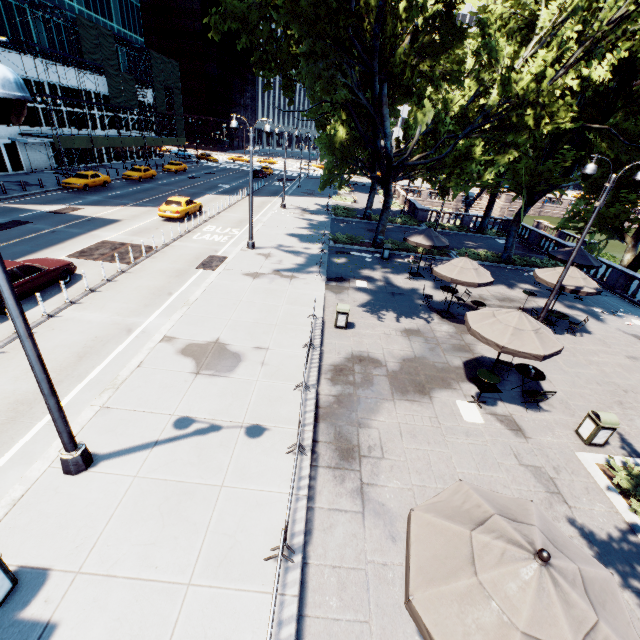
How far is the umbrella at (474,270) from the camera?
13.83m

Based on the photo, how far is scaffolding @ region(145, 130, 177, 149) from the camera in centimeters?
5094cm

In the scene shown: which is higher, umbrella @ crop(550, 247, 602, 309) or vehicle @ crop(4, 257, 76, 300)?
umbrella @ crop(550, 247, 602, 309)

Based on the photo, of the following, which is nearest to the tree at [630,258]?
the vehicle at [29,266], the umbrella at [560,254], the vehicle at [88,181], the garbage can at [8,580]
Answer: the umbrella at [560,254]

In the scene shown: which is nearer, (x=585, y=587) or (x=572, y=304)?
(x=585, y=587)

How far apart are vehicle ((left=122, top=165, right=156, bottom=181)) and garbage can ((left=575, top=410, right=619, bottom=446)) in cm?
4551

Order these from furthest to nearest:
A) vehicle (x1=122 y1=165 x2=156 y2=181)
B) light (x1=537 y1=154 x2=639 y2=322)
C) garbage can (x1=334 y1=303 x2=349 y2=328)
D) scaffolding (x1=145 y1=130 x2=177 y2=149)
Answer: scaffolding (x1=145 y1=130 x2=177 y2=149) → vehicle (x1=122 y1=165 x2=156 y2=181) → garbage can (x1=334 y1=303 x2=349 y2=328) → light (x1=537 y1=154 x2=639 y2=322)

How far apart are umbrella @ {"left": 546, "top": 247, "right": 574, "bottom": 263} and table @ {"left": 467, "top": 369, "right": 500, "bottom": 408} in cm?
1354
